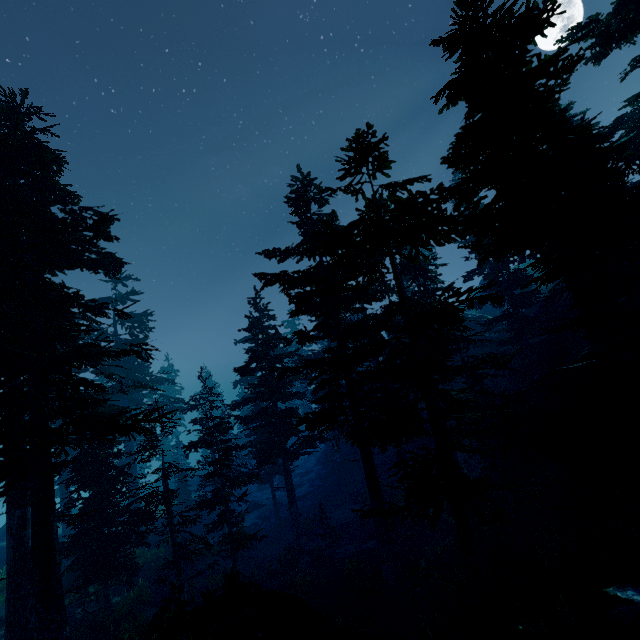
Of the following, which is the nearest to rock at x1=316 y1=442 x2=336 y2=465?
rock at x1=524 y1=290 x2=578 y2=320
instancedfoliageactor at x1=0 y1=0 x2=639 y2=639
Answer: instancedfoliageactor at x1=0 y1=0 x2=639 y2=639

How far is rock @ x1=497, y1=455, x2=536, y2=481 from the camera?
19.6m

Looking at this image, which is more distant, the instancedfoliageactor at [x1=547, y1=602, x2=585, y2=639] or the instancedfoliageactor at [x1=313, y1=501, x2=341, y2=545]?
the instancedfoliageactor at [x1=313, y1=501, x2=341, y2=545]

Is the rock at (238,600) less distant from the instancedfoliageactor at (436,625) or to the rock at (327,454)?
the instancedfoliageactor at (436,625)

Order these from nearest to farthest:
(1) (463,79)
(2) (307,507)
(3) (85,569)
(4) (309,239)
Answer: (1) (463,79), (3) (85,569), (4) (309,239), (2) (307,507)

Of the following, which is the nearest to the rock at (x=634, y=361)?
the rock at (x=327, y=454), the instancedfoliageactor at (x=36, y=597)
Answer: the instancedfoliageactor at (x=36, y=597)

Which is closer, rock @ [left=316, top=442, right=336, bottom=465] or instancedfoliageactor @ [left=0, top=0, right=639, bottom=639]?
instancedfoliageactor @ [left=0, top=0, right=639, bottom=639]

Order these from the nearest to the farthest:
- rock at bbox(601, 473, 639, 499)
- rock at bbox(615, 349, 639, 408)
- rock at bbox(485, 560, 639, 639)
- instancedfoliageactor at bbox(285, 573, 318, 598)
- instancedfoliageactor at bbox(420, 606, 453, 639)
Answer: rock at bbox(485, 560, 639, 639), instancedfoliageactor at bbox(420, 606, 453, 639), rock at bbox(601, 473, 639, 499), rock at bbox(615, 349, 639, 408), instancedfoliageactor at bbox(285, 573, 318, 598)
